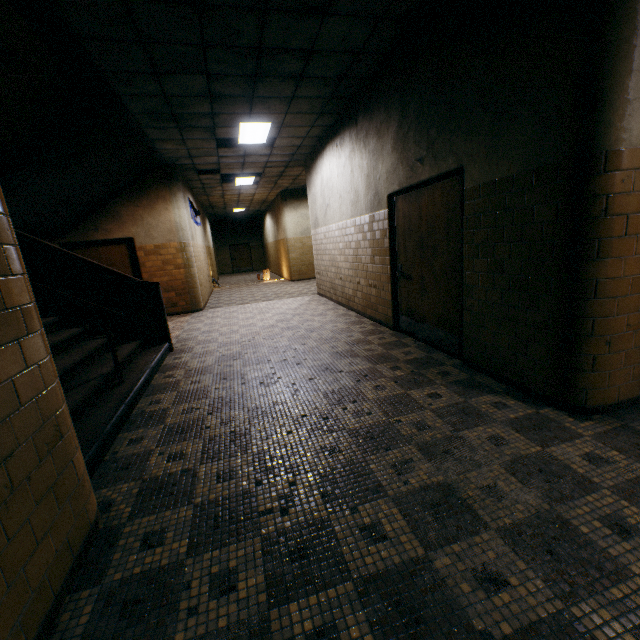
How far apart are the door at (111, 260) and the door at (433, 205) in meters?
7.2 m

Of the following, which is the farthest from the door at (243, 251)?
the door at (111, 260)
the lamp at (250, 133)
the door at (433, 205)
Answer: the door at (433, 205)

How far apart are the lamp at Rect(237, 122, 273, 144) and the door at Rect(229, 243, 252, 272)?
18.5 meters

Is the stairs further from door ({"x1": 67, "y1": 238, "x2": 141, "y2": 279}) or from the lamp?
the lamp

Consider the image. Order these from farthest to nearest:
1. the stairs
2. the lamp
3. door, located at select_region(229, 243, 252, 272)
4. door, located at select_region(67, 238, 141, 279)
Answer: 1. door, located at select_region(229, 243, 252, 272)
2. door, located at select_region(67, 238, 141, 279)
3. the lamp
4. the stairs

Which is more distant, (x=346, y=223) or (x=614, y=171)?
(x=346, y=223)

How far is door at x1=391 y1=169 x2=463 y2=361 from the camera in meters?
3.7 m

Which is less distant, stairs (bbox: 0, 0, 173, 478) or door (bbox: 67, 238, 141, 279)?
stairs (bbox: 0, 0, 173, 478)
